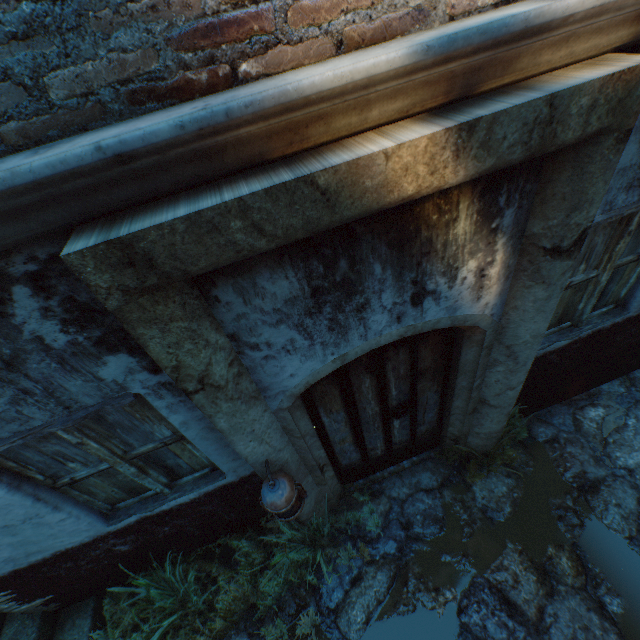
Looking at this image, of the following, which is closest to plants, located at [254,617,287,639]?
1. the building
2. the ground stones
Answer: the ground stones

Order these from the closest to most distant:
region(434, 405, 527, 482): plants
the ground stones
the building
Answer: the building, the ground stones, region(434, 405, 527, 482): plants

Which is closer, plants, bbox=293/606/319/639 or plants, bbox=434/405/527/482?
plants, bbox=293/606/319/639

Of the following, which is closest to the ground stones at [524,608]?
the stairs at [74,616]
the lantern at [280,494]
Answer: the stairs at [74,616]

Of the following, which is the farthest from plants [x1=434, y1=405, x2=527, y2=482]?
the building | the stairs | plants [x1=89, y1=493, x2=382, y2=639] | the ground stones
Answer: the stairs

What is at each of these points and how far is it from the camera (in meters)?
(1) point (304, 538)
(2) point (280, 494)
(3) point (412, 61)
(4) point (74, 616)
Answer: (1) plants, 3.27
(2) lantern, 2.14
(3) building, 0.96
(4) stairs, 3.33

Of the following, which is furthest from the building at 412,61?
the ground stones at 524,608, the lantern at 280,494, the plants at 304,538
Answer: the lantern at 280,494

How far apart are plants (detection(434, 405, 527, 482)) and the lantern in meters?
Answer: 1.9
